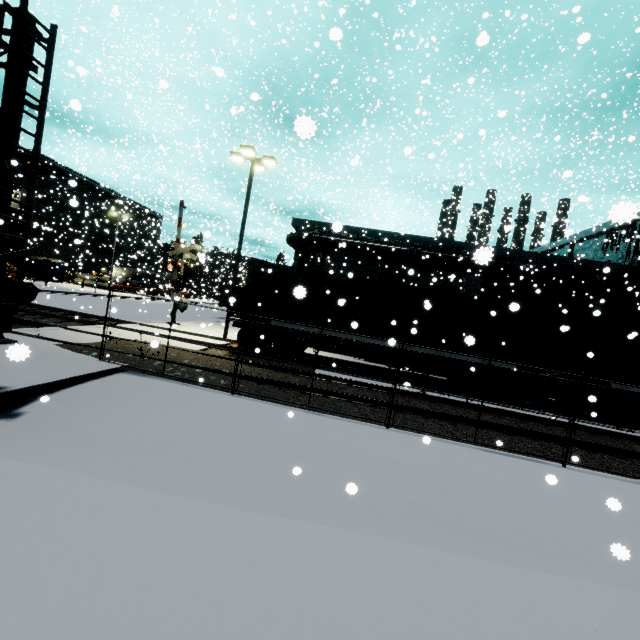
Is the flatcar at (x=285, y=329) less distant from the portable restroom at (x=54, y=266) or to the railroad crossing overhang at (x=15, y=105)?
the railroad crossing overhang at (x=15, y=105)

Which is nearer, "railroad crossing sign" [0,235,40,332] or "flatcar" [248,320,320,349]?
"railroad crossing sign" [0,235,40,332]

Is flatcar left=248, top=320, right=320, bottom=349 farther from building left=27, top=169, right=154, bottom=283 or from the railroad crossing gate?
building left=27, top=169, right=154, bottom=283

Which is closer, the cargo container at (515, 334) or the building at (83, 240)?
the cargo container at (515, 334)

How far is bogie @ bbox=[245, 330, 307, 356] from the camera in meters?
13.8 m

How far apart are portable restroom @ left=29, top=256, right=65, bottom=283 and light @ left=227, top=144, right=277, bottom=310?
30.64m

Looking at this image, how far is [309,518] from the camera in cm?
460

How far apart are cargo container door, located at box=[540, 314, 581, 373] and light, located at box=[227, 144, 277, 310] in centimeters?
1519cm
